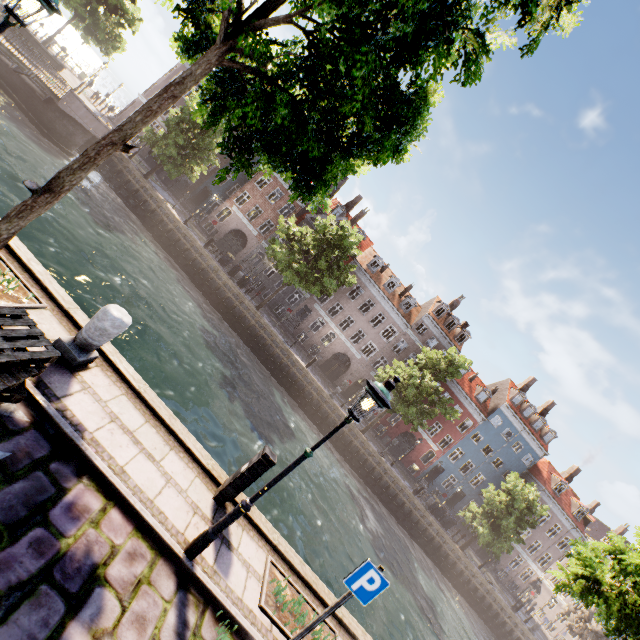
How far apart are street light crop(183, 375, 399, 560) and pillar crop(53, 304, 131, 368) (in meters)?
3.28

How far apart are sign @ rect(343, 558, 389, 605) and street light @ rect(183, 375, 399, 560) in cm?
163

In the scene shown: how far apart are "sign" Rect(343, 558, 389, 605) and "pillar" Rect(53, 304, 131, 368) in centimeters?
510cm

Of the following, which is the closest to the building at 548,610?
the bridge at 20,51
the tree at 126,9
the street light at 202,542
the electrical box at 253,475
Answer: the tree at 126,9

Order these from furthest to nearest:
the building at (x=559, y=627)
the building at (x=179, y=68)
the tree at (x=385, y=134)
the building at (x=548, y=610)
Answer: the building at (x=548, y=610), the building at (x=559, y=627), the building at (x=179, y=68), the tree at (x=385, y=134)

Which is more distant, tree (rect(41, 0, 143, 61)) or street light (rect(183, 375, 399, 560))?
tree (rect(41, 0, 143, 61))

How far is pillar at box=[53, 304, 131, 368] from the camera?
5.1m

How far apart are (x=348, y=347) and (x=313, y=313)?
5.5m
